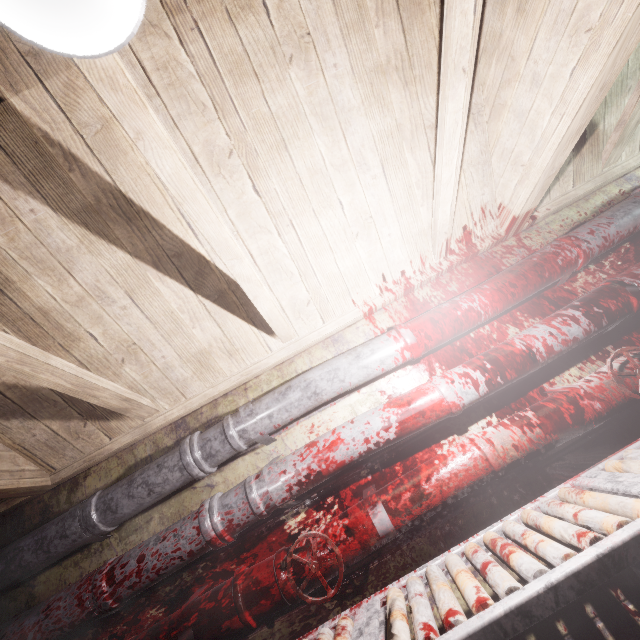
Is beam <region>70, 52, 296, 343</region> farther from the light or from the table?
the table

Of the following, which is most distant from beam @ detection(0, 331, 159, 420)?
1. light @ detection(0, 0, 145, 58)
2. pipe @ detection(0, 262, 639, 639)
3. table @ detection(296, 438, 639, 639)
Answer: table @ detection(296, 438, 639, 639)

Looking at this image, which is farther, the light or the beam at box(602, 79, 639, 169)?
the beam at box(602, 79, 639, 169)

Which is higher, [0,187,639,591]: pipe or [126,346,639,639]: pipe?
[0,187,639,591]: pipe

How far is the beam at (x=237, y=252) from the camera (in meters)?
0.77

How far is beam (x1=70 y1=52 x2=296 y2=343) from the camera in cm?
77

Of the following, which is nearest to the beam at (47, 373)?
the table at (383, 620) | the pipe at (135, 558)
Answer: the pipe at (135, 558)

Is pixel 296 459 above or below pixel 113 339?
below
